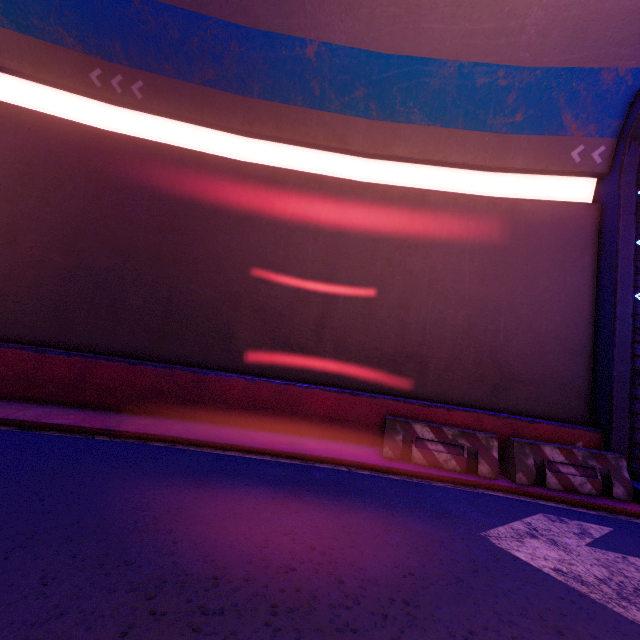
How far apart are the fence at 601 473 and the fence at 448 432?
0.2m

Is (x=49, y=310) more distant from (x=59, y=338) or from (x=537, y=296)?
(x=537, y=296)

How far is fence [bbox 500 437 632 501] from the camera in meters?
6.8

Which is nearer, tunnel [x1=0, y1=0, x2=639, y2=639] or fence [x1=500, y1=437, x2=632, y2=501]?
tunnel [x1=0, y1=0, x2=639, y2=639]

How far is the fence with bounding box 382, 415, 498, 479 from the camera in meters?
7.1 m

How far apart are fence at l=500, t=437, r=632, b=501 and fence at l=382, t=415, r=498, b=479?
0.2m

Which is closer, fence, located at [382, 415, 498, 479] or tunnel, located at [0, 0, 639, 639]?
tunnel, located at [0, 0, 639, 639]

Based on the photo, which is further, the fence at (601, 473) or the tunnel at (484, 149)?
the fence at (601, 473)
